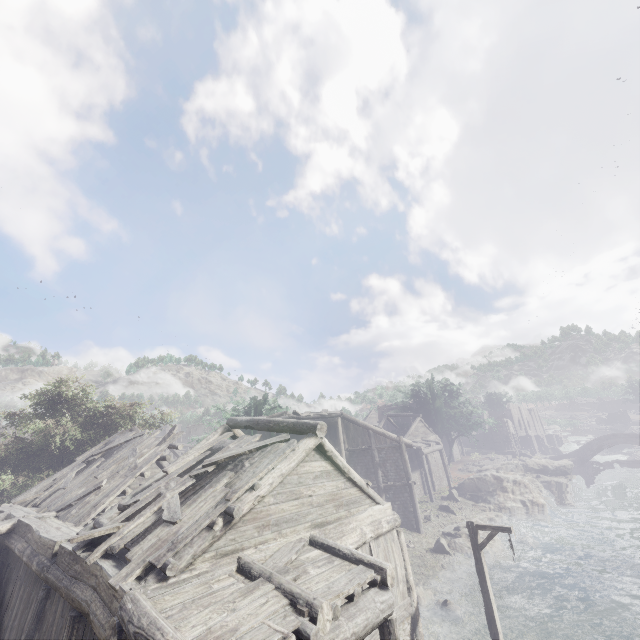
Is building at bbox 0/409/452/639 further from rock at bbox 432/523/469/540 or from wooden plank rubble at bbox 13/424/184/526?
rock at bbox 432/523/469/540

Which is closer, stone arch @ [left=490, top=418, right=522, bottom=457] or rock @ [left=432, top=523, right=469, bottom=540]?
rock @ [left=432, top=523, right=469, bottom=540]

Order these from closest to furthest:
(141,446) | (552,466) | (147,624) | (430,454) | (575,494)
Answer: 1. (147,624)
2. (141,446)
3. (575,494)
4. (430,454)
5. (552,466)

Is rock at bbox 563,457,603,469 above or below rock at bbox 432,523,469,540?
above

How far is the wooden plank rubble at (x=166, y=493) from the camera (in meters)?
6.24

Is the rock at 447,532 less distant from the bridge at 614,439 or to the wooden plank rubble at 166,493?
the bridge at 614,439

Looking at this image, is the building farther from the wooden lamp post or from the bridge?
the bridge

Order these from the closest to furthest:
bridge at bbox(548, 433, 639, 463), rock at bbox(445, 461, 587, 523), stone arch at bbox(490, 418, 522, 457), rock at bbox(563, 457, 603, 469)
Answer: rock at bbox(445, 461, 587, 523) < bridge at bbox(548, 433, 639, 463) < rock at bbox(563, 457, 603, 469) < stone arch at bbox(490, 418, 522, 457)
